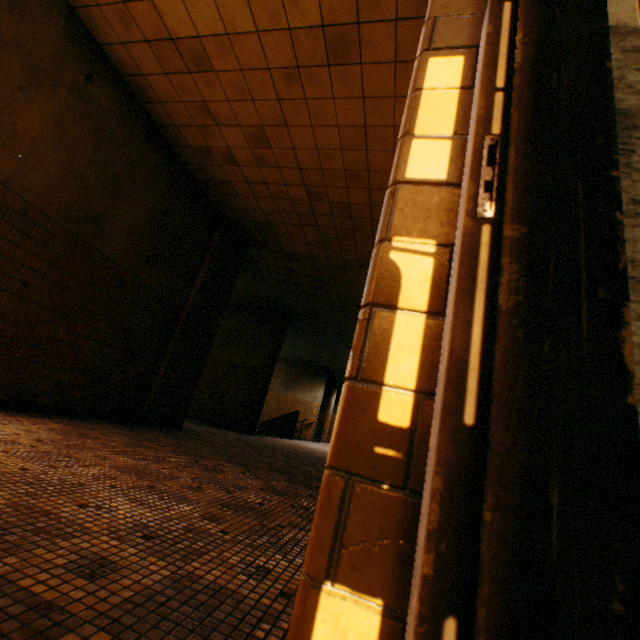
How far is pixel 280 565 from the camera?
1.40m

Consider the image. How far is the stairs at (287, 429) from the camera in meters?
13.4 m

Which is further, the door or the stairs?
the stairs

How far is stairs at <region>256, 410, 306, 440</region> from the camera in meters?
13.4

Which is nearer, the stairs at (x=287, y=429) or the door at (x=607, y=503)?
the door at (x=607, y=503)
